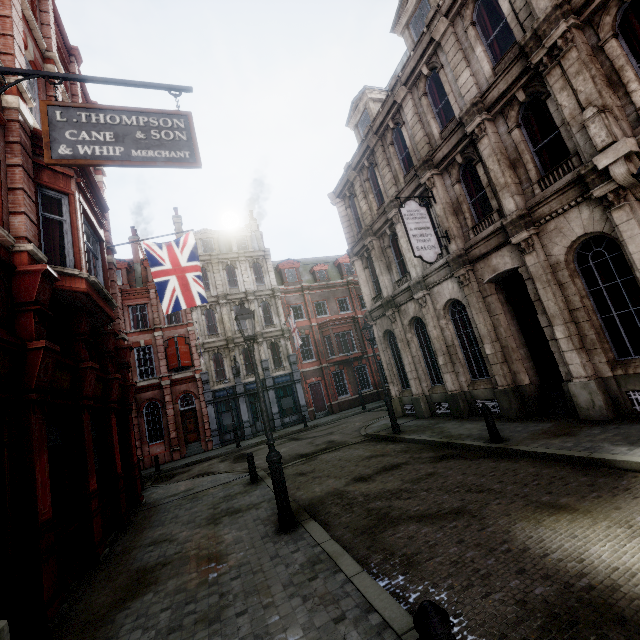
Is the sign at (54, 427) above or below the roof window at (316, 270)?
below

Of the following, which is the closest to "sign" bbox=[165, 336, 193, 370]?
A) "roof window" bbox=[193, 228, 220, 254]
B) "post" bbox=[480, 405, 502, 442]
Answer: "roof window" bbox=[193, 228, 220, 254]

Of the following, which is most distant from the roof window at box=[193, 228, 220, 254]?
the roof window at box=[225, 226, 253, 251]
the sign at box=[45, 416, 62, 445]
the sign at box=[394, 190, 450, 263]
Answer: the sign at box=[45, 416, 62, 445]

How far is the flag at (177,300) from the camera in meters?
11.6

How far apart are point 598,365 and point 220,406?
24.5m

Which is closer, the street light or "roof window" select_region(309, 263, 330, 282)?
the street light

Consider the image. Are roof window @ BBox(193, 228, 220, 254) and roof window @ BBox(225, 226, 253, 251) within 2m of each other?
yes

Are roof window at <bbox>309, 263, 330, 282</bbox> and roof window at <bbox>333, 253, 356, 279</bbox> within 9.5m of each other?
yes
